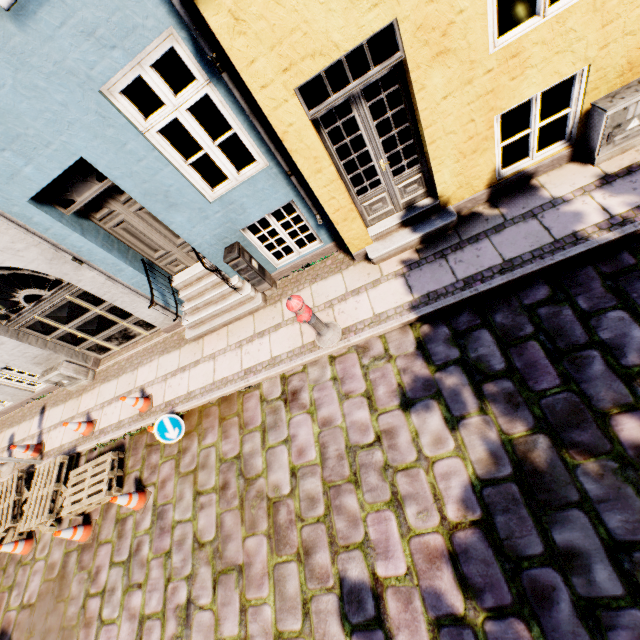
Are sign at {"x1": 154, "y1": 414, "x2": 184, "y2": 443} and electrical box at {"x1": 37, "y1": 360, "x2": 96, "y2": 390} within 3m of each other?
no

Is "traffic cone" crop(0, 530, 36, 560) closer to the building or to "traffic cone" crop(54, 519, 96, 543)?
"traffic cone" crop(54, 519, 96, 543)

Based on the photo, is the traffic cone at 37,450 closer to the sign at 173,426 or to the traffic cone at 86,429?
the traffic cone at 86,429

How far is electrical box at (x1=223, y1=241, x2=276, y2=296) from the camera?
5.6m

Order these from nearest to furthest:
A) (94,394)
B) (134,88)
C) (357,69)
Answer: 1. (94,394)
2. (134,88)
3. (357,69)

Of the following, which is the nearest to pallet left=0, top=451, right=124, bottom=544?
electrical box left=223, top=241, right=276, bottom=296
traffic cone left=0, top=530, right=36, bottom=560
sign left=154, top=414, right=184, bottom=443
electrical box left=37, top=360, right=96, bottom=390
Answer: traffic cone left=0, top=530, right=36, bottom=560

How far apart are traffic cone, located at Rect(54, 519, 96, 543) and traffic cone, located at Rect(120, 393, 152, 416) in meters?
2.0 m

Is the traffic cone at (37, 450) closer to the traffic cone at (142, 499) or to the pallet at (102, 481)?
the pallet at (102, 481)
